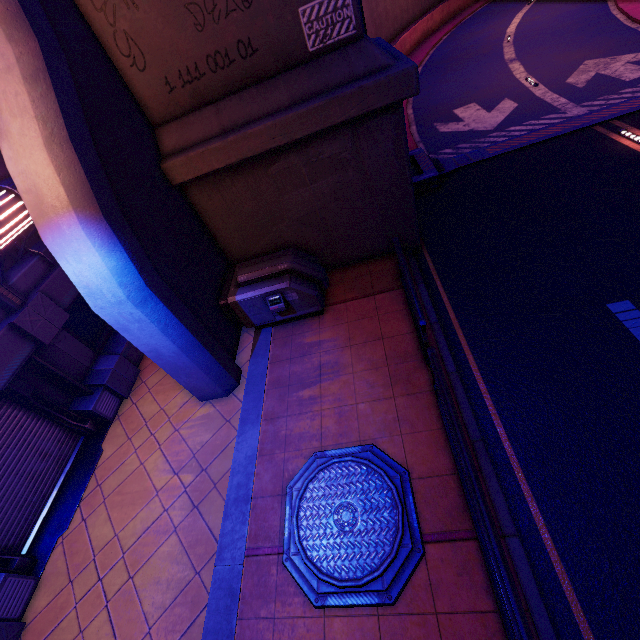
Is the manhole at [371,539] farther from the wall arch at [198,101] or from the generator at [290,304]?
the wall arch at [198,101]

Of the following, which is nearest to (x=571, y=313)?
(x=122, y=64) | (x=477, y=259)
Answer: (x=477, y=259)

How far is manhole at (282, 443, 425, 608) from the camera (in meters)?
4.14

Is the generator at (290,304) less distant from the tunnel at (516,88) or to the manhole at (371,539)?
the manhole at (371,539)

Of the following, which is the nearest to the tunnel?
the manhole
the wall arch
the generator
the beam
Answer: the wall arch

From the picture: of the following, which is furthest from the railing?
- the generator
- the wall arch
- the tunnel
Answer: the tunnel

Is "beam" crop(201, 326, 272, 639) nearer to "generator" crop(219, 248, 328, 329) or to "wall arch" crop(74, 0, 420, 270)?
"generator" crop(219, 248, 328, 329)

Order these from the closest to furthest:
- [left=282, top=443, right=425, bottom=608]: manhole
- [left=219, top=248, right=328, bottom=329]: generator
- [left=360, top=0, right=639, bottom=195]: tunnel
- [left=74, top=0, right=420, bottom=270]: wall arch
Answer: [left=282, top=443, right=425, bottom=608]: manhole → [left=74, top=0, right=420, bottom=270]: wall arch → [left=219, top=248, right=328, bottom=329]: generator → [left=360, top=0, right=639, bottom=195]: tunnel
